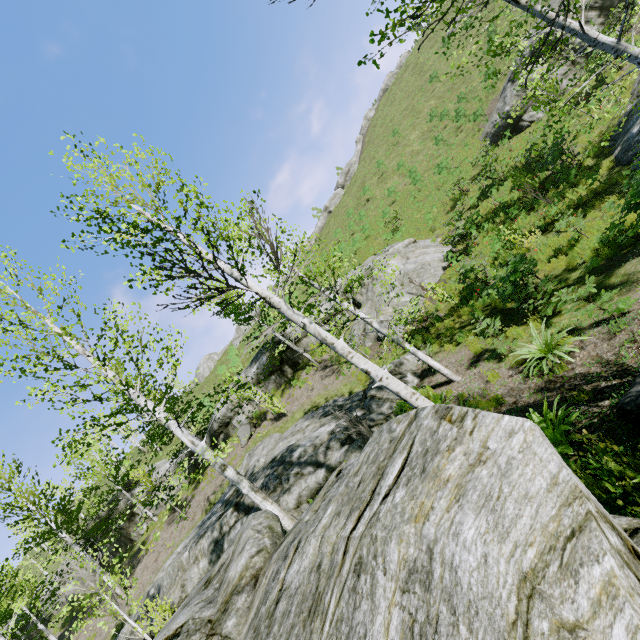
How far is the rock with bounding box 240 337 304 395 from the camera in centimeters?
2209cm

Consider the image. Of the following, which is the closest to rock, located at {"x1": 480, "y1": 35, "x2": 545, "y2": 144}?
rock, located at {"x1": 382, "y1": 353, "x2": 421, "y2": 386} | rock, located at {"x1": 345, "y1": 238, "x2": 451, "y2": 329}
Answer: rock, located at {"x1": 345, "y1": 238, "x2": 451, "y2": 329}

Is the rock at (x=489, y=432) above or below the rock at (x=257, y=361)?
below

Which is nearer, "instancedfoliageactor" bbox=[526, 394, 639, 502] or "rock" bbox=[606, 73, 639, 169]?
"instancedfoliageactor" bbox=[526, 394, 639, 502]

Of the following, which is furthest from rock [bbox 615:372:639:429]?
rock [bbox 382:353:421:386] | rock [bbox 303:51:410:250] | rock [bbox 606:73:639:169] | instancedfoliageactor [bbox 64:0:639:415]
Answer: rock [bbox 303:51:410:250]

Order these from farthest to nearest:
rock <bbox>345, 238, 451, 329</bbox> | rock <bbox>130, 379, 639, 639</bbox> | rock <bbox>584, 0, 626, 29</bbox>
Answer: rock <bbox>584, 0, 626, 29</bbox>, rock <bbox>345, 238, 451, 329</bbox>, rock <bbox>130, 379, 639, 639</bbox>

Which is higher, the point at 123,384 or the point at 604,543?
the point at 123,384

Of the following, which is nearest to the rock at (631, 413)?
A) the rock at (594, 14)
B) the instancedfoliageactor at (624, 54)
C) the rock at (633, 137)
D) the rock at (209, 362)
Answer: the instancedfoliageactor at (624, 54)
